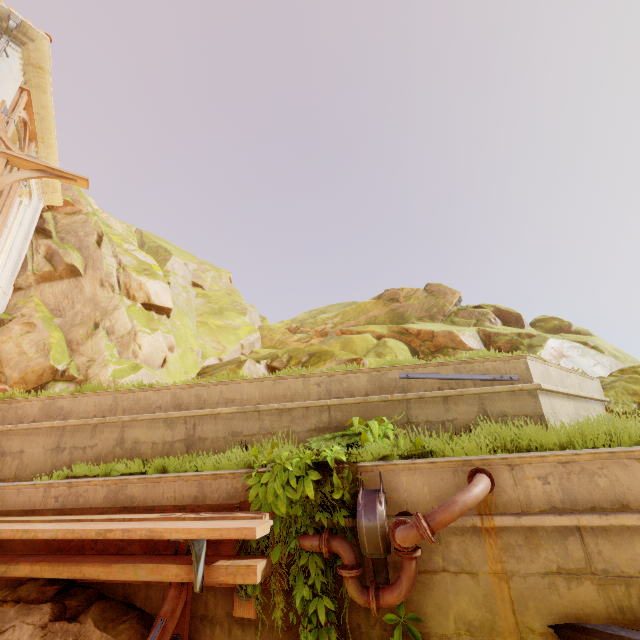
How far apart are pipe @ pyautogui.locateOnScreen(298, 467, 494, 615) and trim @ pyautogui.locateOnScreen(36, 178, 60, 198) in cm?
1219

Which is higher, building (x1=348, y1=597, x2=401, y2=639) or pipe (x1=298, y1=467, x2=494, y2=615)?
pipe (x1=298, y1=467, x2=494, y2=615)

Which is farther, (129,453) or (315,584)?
(129,453)

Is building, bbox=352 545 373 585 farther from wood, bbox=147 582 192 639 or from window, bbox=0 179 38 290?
window, bbox=0 179 38 290

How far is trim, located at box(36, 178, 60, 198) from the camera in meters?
11.2

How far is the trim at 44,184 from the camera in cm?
1118

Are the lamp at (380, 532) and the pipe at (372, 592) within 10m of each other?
yes

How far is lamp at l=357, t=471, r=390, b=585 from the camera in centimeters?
319cm
